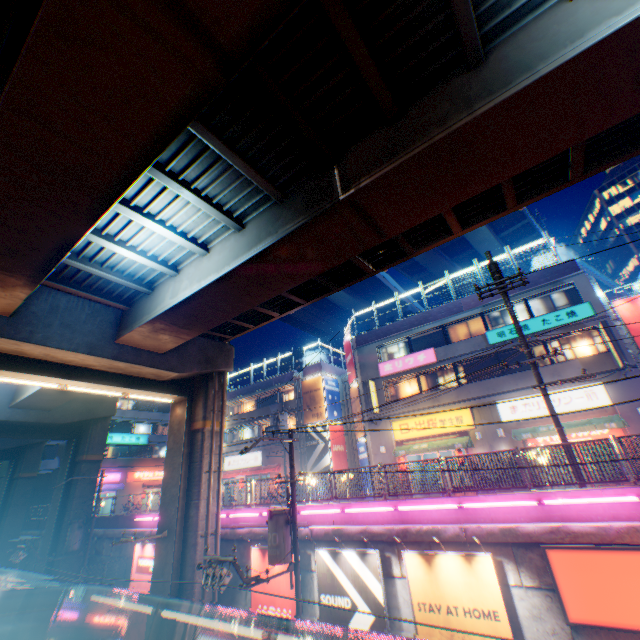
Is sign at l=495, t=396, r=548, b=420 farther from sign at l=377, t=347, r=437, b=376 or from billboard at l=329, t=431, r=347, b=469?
billboard at l=329, t=431, r=347, b=469

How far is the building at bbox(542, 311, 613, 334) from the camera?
18.2 meters

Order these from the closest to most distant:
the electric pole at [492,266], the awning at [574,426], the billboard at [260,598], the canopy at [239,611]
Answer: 1. the canopy at [239,611]
2. the electric pole at [492,266]
3. the billboard at [260,598]
4. the awning at [574,426]

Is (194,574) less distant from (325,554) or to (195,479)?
(195,479)

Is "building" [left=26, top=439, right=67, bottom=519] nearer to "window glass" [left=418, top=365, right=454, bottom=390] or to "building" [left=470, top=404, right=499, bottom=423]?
"building" [left=470, top=404, right=499, bottom=423]

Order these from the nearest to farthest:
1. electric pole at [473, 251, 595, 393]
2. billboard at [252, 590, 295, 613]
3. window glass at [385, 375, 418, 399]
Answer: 1. electric pole at [473, 251, 595, 393]
2. billboard at [252, 590, 295, 613]
3. window glass at [385, 375, 418, 399]

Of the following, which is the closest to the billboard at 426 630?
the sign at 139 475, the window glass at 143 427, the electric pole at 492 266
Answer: the electric pole at 492 266

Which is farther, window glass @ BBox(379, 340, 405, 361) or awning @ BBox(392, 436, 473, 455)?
window glass @ BBox(379, 340, 405, 361)
